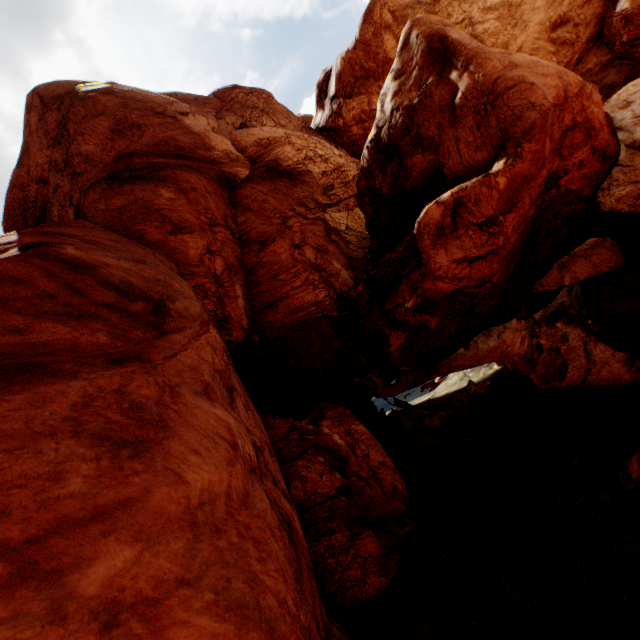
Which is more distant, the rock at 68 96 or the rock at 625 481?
the rock at 625 481

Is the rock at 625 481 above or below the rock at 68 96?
below

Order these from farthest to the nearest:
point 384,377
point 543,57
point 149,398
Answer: point 384,377, point 543,57, point 149,398

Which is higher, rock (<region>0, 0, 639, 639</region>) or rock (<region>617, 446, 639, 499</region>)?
rock (<region>0, 0, 639, 639</region>)

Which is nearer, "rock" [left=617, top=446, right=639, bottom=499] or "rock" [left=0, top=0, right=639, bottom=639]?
"rock" [left=0, top=0, right=639, bottom=639]
